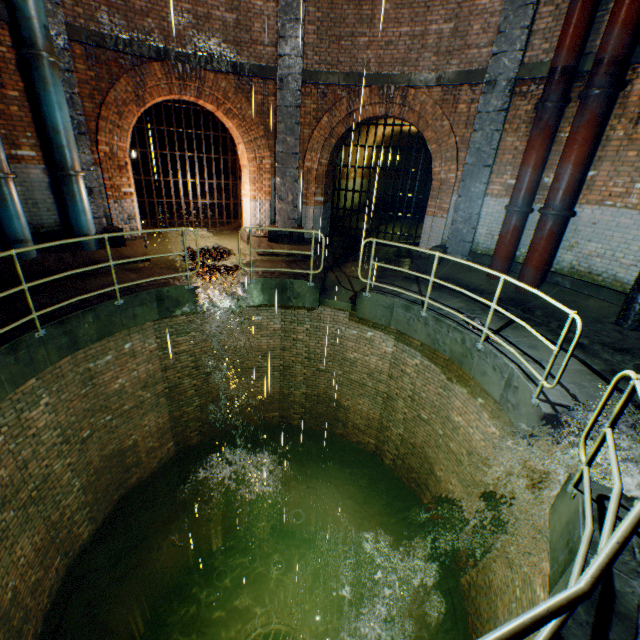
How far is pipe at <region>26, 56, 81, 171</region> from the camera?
6.46m

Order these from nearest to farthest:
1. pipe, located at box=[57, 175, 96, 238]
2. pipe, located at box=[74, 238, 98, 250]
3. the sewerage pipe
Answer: pipe, located at box=[57, 175, 96, 238], pipe, located at box=[74, 238, 98, 250], the sewerage pipe

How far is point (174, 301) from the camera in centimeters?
711cm

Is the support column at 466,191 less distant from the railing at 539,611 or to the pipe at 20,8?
the railing at 539,611

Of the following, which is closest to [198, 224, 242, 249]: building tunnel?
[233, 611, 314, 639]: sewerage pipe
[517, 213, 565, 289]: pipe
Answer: [517, 213, 565, 289]: pipe

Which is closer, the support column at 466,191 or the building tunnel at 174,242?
the support column at 466,191

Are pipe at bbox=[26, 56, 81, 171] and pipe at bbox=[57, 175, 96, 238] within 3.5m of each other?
yes

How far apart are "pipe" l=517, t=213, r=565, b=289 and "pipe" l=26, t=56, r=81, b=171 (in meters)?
10.47
